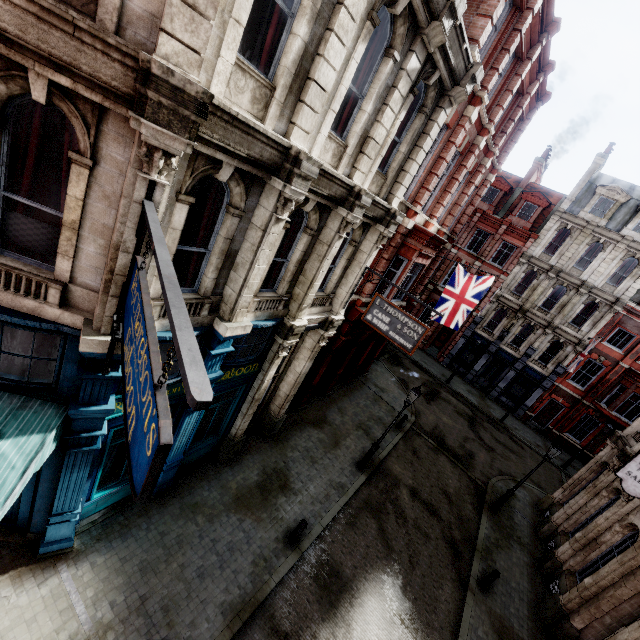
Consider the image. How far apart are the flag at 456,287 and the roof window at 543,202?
17.4 meters

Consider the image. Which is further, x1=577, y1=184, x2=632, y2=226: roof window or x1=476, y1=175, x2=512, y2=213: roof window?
x1=476, y1=175, x2=512, y2=213: roof window

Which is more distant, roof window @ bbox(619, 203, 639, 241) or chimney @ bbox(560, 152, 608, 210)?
chimney @ bbox(560, 152, 608, 210)

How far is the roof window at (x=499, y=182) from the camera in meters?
29.1 m

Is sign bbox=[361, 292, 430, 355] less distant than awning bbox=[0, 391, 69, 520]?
No

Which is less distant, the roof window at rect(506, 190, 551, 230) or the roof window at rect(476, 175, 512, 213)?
the roof window at rect(506, 190, 551, 230)

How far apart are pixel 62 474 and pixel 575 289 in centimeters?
3346cm

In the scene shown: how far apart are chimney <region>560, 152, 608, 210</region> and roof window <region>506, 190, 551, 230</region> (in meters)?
0.78
